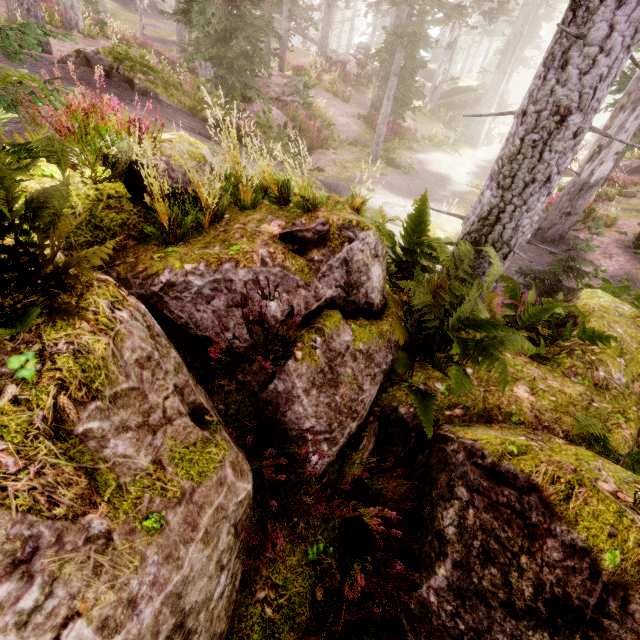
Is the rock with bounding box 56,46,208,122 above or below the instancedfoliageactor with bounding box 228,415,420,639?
above

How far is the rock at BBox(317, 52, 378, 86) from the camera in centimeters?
2481cm

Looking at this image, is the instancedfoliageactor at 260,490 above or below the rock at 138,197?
below

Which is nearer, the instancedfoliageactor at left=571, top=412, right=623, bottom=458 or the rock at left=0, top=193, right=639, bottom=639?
the rock at left=0, top=193, right=639, bottom=639

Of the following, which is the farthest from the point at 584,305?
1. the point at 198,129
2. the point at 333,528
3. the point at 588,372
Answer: the point at 198,129

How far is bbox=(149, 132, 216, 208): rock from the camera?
3.1m

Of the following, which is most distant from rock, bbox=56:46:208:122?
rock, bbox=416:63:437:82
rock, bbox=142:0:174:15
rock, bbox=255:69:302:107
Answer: rock, bbox=416:63:437:82

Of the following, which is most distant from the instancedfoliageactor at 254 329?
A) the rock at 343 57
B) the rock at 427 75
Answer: the rock at 343 57
